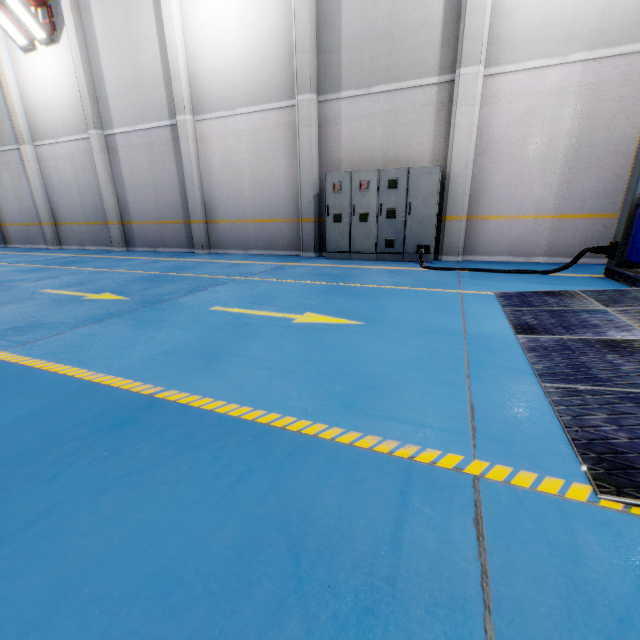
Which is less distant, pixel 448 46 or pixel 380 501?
pixel 380 501

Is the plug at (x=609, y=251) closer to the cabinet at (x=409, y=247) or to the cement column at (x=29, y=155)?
the cabinet at (x=409, y=247)

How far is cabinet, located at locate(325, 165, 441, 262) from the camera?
7.55m

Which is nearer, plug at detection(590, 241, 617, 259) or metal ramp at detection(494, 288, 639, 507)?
metal ramp at detection(494, 288, 639, 507)

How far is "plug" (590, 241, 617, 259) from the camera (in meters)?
5.54

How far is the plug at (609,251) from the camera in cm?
554

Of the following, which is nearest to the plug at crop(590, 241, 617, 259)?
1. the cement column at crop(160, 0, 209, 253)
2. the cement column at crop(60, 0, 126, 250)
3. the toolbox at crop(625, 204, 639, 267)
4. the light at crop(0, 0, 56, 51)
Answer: the toolbox at crop(625, 204, 639, 267)

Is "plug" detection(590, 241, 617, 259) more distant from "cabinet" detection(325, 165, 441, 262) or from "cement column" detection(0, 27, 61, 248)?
"cement column" detection(0, 27, 61, 248)
